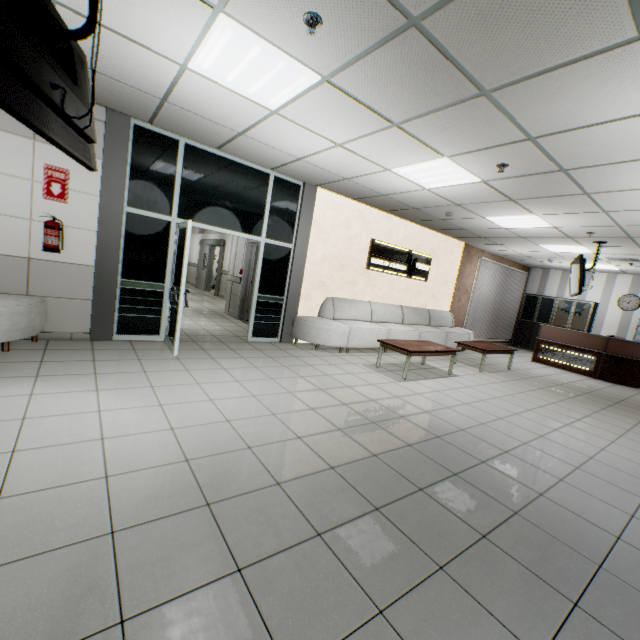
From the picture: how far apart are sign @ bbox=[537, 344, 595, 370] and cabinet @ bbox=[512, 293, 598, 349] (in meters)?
2.81

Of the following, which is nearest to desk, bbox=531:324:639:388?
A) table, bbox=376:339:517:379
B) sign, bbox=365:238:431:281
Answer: sign, bbox=365:238:431:281

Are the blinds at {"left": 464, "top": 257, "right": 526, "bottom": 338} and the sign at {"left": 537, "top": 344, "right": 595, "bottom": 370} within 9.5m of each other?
yes

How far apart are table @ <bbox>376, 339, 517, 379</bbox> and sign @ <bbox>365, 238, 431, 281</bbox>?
2.1 meters

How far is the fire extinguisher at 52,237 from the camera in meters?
4.2

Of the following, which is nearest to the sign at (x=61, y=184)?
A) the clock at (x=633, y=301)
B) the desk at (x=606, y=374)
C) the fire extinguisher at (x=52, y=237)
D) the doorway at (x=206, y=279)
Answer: the fire extinguisher at (x=52, y=237)

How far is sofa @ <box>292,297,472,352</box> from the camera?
6.6 meters

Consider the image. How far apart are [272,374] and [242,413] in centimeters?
139cm
